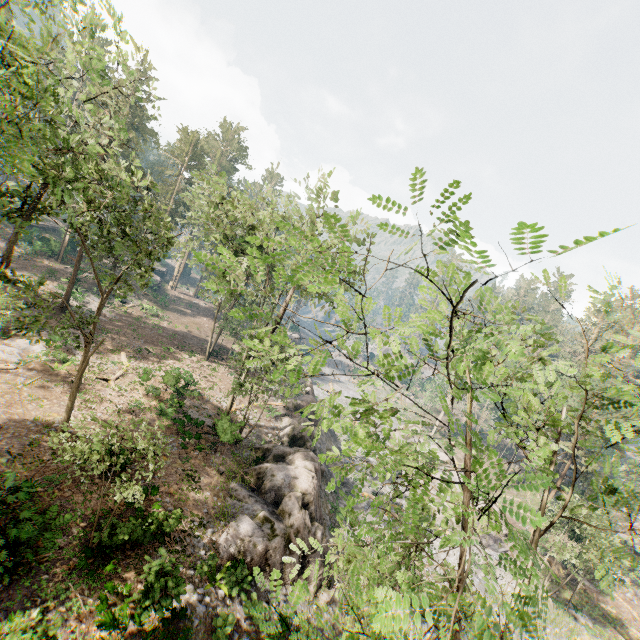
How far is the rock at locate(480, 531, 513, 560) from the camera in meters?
30.4

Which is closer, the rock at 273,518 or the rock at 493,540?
the rock at 273,518

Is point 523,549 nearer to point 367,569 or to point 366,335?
point 367,569

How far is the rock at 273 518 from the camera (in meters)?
15.85

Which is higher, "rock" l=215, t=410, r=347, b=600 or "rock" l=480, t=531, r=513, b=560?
"rock" l=215, t=410, r=347, b=600

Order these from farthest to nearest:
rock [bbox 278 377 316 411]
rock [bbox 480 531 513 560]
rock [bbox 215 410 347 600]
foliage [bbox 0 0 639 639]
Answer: rock [bbox 278 377 316 411], rock [bbox 480 531 513 560], rock [bbox 215 410 347 600], foliage [bbox 0 0 639 639]
